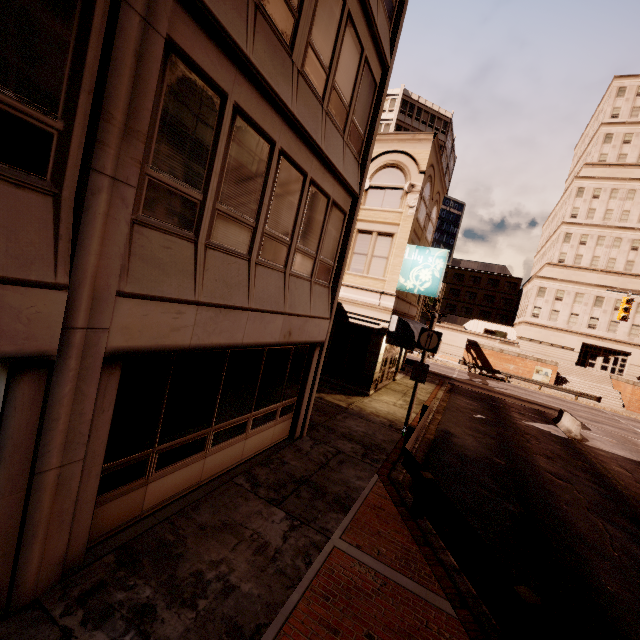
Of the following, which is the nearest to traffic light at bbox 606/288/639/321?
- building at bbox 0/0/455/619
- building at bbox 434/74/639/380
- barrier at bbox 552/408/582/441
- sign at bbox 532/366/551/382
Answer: barrier at bbox 552/408/582/441

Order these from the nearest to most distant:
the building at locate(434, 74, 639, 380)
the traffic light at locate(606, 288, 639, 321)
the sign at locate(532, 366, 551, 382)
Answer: the traffic light at locate(606, 288, 639, 321), the sign at locate(532, 366, 551, 382), the building at locate(434, 74, 639, 380)

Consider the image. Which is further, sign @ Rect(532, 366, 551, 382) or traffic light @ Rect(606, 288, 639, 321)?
sign @ Rect(532, 366, 551, 382)

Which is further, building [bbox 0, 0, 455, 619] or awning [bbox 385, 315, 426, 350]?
awning [bbox 385, 315, 426, 350]

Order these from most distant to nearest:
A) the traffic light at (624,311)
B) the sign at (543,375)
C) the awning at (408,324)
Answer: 1. the sign at (543,375)
2. the traffic light at (624,311)
3. the awning at (408,324)

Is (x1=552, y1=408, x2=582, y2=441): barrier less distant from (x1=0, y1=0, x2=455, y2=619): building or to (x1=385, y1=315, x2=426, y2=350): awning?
(x1=385, y1=315, x2=426, y2=350): awning

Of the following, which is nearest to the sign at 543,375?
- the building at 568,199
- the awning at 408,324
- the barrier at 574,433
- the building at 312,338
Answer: the building at 568,199

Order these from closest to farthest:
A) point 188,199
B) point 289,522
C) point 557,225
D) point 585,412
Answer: point 188,199
point 289,522
point 585,412
point 557,225
